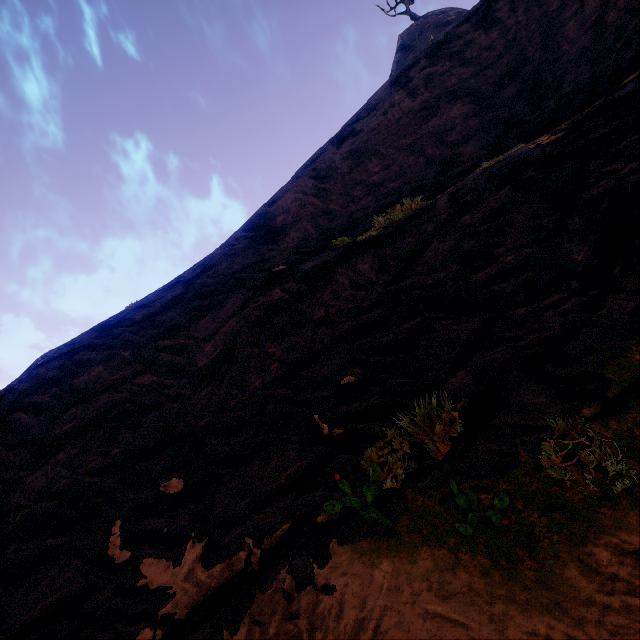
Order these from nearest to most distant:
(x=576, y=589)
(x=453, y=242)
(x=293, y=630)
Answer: (x=576, y=589) → (x=293, y=630) → (x=453, y=242)
